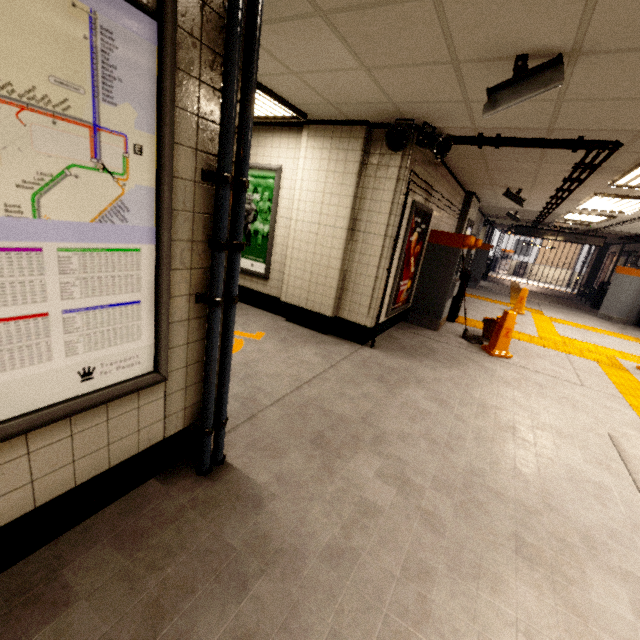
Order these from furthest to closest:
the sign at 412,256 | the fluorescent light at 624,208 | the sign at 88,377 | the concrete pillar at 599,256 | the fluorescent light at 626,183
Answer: the concrete pillar at 599,256
the fluorescent light at 624,208
the sign at 412,256
the fluorescent light at 626,183
the sign at 88,377

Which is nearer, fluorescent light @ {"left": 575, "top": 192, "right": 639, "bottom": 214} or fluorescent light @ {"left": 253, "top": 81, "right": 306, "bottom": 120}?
fluorescent light @ {"left": 253, "top": 81, "right": 306, "bottom": 120}

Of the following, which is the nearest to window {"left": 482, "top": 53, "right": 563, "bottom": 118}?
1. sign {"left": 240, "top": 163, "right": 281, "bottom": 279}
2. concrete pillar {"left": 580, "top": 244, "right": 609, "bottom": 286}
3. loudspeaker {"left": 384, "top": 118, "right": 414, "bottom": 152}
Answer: loudspeaker {"left": 384, "top": 118, "right": 414, "bottom": 152}

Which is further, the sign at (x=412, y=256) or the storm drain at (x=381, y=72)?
the sign at (x=412, y=256)

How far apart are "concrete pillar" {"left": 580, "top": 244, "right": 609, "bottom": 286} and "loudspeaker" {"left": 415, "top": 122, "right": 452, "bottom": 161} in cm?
1919

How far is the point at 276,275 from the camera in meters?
5.4

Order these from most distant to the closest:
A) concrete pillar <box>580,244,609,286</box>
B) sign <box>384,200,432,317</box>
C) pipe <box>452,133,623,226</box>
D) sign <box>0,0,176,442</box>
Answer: concrete pillar <box>580,244,609,286</box>, sign <box>384,200,432,317</box>, pipe <box>452,133,623,226</box>, sign <box>0,0,176,442</box>

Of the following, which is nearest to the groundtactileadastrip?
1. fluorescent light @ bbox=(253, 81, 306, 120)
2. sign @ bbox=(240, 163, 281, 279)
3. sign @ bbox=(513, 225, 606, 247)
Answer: sign @ bbox=(513, 225, 606, 247)
